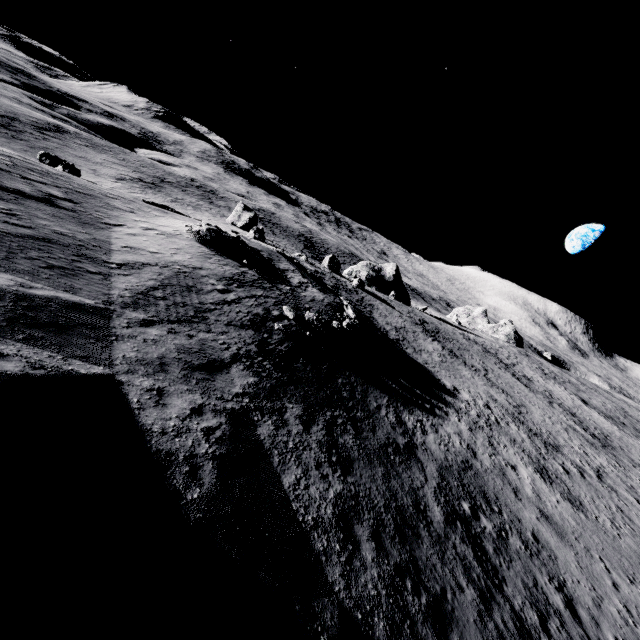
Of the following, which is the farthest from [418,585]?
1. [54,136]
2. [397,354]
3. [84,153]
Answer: [54,136]

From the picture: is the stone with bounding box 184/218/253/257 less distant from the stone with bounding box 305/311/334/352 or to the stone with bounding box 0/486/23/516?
the stone with bounding box 305/311/334/352

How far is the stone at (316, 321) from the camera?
18.22m

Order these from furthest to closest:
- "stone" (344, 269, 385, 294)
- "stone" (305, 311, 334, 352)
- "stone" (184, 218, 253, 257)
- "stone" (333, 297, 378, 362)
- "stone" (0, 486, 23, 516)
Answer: "stone" (344, 269, 385, 294) → "stone" (184, 218, 253, 257) → "stone" (333, 297, 378, 362) → "stone" (305, 311, 334, 352) → "stone" (0, 486, 23, 516)

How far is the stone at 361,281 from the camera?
42.94m

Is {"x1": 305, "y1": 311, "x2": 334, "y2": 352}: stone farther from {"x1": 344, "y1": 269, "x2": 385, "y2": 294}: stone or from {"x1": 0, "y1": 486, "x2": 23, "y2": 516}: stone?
{"x1": 344, "y1": 269, "x2": 385, "y2": 294}: stone

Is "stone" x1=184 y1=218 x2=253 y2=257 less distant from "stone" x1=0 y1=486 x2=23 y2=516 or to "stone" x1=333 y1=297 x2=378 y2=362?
"stone" x1=333 y1=297 x2=378 y2=362

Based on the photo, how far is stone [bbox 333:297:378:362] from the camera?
20.16m
